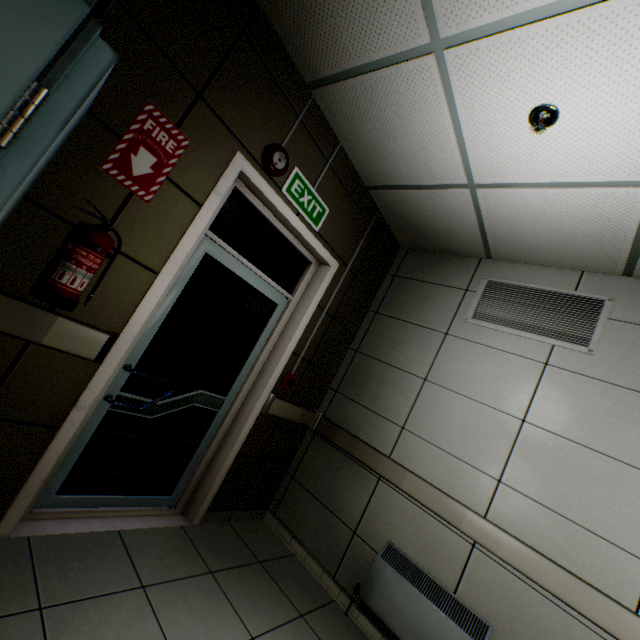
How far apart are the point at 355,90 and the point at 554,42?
1.1 meters

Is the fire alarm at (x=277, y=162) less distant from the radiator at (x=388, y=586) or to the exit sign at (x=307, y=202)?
the exit sign at (x=307, y=202)

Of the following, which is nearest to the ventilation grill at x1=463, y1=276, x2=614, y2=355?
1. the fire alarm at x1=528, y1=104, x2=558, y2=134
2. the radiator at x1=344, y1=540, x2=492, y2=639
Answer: the fire alarm at x1=528, y1=104, x2=558, y2=134

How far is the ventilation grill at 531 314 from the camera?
2.46m

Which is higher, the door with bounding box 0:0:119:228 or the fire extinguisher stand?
the door with bounding box 0:0:119:228

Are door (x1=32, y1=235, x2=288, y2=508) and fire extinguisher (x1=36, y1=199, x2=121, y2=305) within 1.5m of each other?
yes

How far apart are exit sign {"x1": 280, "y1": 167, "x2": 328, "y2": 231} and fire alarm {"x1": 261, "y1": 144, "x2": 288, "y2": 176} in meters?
0.1

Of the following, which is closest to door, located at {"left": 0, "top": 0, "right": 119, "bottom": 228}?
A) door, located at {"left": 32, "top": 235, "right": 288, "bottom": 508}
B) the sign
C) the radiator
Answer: the sign
